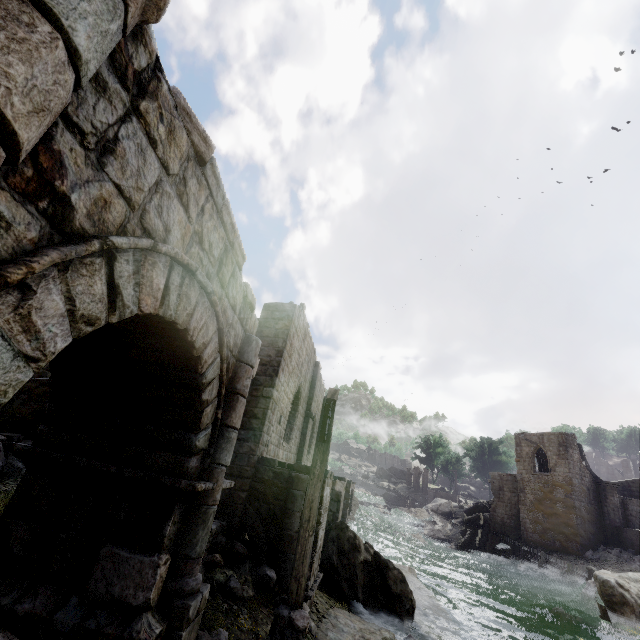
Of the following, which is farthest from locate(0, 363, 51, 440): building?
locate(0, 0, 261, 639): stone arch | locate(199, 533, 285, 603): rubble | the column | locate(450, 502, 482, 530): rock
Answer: locate(0, 0, 261, 639): stone arch

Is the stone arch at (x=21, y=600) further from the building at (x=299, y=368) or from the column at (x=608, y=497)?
the column at (x=608, y=497)

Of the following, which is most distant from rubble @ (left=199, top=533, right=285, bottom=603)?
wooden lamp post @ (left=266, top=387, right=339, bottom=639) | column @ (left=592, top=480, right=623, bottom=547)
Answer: column @ (left=592, top=480, right=623, bottom=547)

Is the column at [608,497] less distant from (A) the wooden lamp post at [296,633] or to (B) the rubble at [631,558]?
(B) the rubble at [631,558]

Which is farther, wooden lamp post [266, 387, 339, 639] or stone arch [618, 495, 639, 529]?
stone arch [618, 495, 639, 529]

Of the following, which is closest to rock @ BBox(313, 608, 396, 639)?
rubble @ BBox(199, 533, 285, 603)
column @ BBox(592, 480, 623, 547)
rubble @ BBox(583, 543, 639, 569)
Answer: rubble @ BBox(199, 533, 285, 603)

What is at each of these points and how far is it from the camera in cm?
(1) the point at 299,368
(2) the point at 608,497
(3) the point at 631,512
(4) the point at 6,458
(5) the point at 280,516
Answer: (1) building, 1627
(2) column, 3247
(3) stone arch, 3225
(4) rubble, 948
(5) stone arch, 930

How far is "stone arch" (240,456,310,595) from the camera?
8.8 meters
